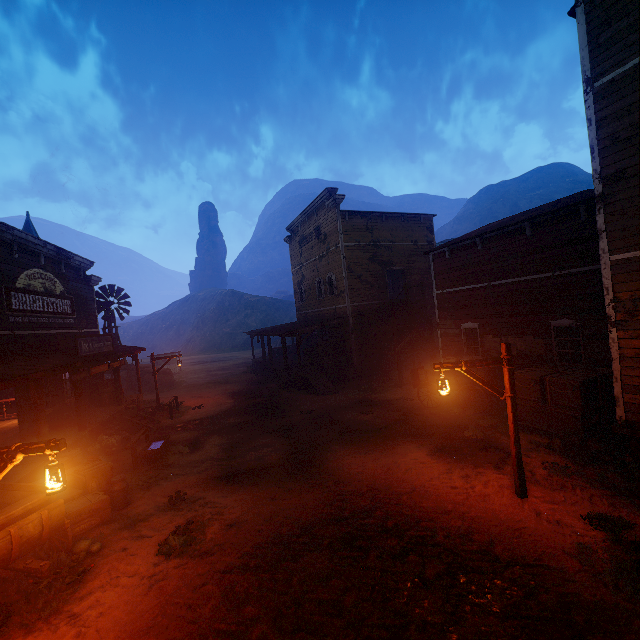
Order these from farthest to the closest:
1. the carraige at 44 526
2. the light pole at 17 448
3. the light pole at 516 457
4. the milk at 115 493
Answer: the milk at 115 493 → the light pole at 516 457 → the carraige at 44 526 → the light pole at 17 448

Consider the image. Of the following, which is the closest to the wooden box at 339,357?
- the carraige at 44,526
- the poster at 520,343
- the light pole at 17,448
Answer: the poster at 520,343

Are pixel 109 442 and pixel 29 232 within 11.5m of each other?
no

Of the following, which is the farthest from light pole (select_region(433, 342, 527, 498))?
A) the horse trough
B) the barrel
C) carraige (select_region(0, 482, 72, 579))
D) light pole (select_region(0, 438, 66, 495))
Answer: the barrel

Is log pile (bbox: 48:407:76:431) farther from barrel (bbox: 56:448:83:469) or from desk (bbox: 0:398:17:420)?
barrel (bbox: 56:448:83:469)

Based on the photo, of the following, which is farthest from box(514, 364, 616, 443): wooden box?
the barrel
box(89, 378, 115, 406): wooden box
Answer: box(89, 378, 115, 406): wooden box

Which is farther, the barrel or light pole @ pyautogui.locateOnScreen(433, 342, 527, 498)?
the barrel

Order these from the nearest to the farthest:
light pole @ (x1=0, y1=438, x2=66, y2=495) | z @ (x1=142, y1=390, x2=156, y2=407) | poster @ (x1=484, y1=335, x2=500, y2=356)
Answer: light pole @ (x1=0, y1=438, x2=66, y2=495), poster @ (x1=484, y1=335, x2=500, y2=356), z @ (x1=142, y1=390, x2=156, y2=407)
